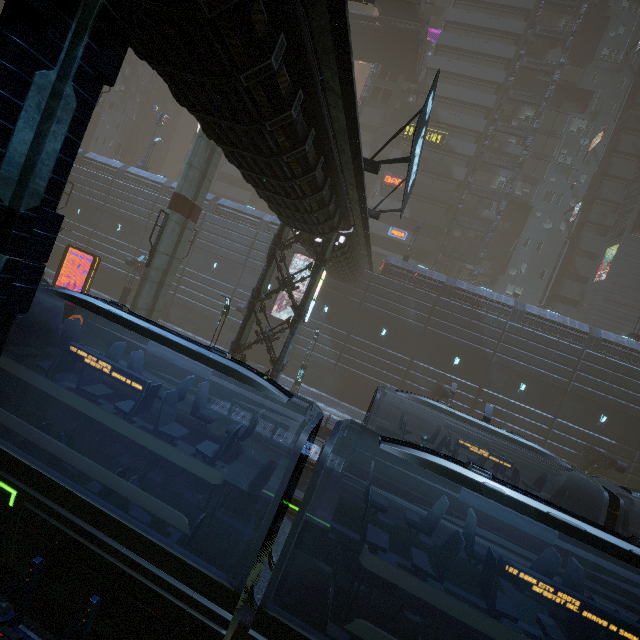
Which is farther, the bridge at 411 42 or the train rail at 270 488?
the bridge at 411 42

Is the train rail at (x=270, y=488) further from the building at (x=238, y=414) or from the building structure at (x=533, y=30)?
the building structure at (x=533, y=30)

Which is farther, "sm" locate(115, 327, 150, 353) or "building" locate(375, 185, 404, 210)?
"building" locate(375, 185, 404, 210)

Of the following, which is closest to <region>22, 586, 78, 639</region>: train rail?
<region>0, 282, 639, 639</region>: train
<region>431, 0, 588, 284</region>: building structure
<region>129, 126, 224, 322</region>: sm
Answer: <region>0, 282, 639, 639</region>: train

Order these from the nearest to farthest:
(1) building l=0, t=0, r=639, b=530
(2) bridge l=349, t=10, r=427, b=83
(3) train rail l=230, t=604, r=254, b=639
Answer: (1) building l=0, t=0, r=639, b=530, (3) train rail l=230, t=604, r=254, b=639, (2) bridge l=349, t=10, r=427, b=83

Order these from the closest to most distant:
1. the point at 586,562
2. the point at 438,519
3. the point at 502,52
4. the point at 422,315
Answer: the point at 438,519 < the point at 586,562 < the point at 422,315 < the point at 502,52

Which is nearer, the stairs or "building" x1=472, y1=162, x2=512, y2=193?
the stairs

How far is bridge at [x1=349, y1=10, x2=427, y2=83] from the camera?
34.6m
